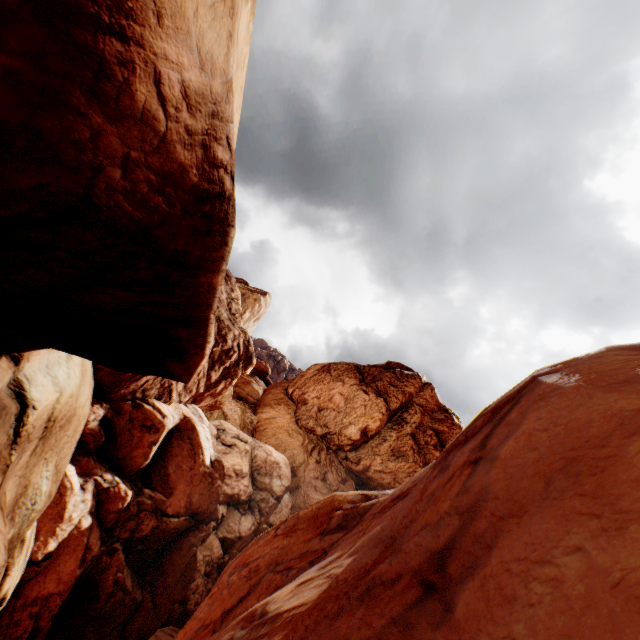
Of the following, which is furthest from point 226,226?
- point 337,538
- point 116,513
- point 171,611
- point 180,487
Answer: point 171,611
